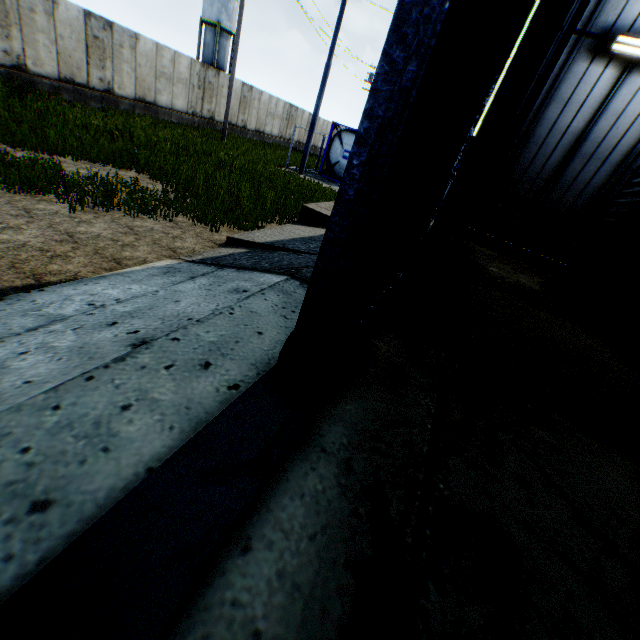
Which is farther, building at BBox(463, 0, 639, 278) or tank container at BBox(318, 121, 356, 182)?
tank container at BBox(318, 121, 356, 182)

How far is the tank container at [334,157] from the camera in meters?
19.0

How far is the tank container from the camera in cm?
1895

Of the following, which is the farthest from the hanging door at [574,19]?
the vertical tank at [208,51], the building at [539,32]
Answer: the vertical tank at [208,51]

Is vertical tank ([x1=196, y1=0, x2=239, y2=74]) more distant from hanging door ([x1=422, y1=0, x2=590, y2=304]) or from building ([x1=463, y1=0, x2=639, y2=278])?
hanging door ([x1=422, y1=0, x2=590, y2=304])

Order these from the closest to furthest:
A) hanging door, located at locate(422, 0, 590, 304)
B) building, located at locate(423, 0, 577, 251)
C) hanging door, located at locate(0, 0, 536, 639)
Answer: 1. hanging door, located at locate(0, 0, 536, 639)
2. hanging door, located at locate(422, 0, 590, 304)
3. building, located at locate(423, 0, 577, 251)

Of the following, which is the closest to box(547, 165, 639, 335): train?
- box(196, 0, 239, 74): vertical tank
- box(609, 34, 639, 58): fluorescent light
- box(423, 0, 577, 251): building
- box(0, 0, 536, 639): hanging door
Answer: box(423, 0, 577, 251): building

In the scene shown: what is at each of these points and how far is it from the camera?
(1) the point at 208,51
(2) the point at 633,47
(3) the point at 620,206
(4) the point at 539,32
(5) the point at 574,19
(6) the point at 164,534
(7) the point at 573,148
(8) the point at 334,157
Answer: (1) vertical tank, 40.6 meters
(2) fluorescent light, 8.2 meters
(3) train, 8.3 meters
(4) building, 6.7 meters
(5) hanging door, 3.3 meters
(6) hanging door, 1.4 meters
(7) building, 10.0 meters
(8) tank container, 19.6 meters
